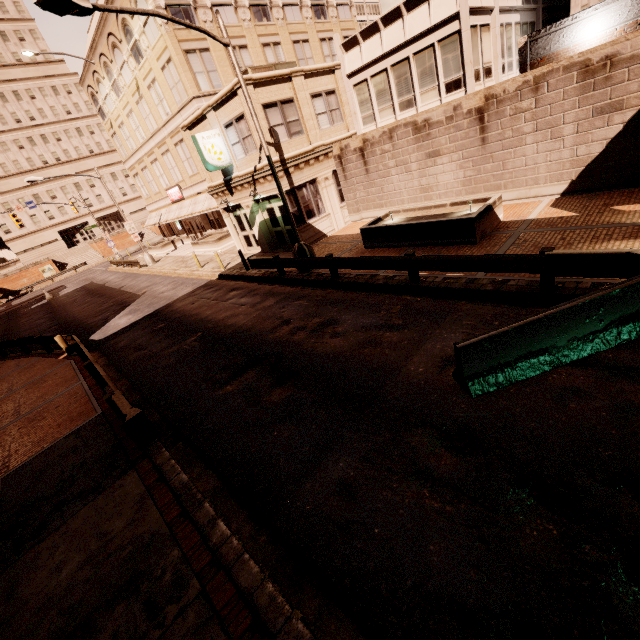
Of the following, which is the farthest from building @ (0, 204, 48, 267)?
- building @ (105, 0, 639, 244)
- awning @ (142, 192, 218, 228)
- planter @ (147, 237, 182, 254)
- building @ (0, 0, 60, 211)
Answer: building @ (105, 0, 639, 244)

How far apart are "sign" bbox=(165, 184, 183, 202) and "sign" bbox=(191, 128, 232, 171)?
16.2m

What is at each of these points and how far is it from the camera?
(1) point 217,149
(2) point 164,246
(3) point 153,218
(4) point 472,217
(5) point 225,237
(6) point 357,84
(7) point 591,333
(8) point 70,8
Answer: (1) sign, 17.11m
(2) planter, 36.75m
(3) awning, 38.34m
(4) planter, 10.73m
(5) planter, 26.95m
(6) building, 18.19m
(7) barrier, 5.68m
(8) street light, 8.15m

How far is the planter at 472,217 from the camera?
11.16m

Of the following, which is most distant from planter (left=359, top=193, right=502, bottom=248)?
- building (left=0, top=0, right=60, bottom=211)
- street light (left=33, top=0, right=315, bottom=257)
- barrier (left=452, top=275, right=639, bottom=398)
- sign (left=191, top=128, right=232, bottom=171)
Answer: building (left=0, top=0, right=60, bottom=211)

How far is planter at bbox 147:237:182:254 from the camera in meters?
36.8 m

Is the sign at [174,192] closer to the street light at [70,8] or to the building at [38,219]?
the street light at [70,8]

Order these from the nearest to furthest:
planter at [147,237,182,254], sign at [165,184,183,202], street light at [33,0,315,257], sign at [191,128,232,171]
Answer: street light at [33,0,315,257]
sign at [191,128,232,171]
sign at [165,184,183,202]
planter at [147,237,182,254]
